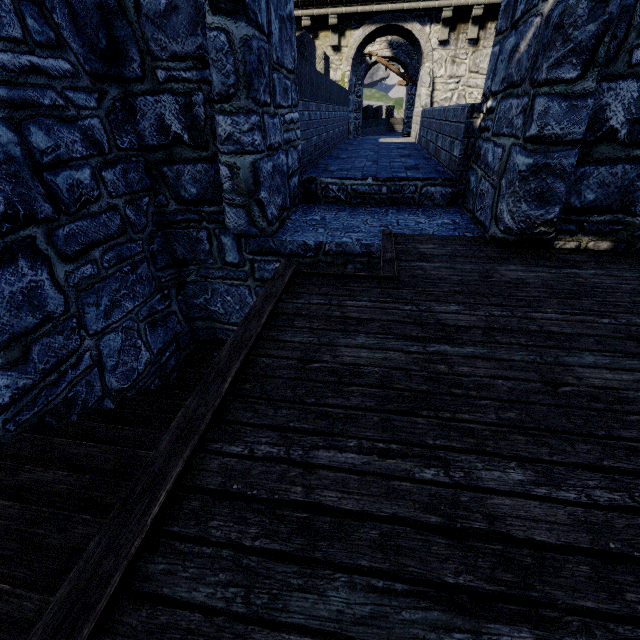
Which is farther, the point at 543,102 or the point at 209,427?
the point at 543,102
